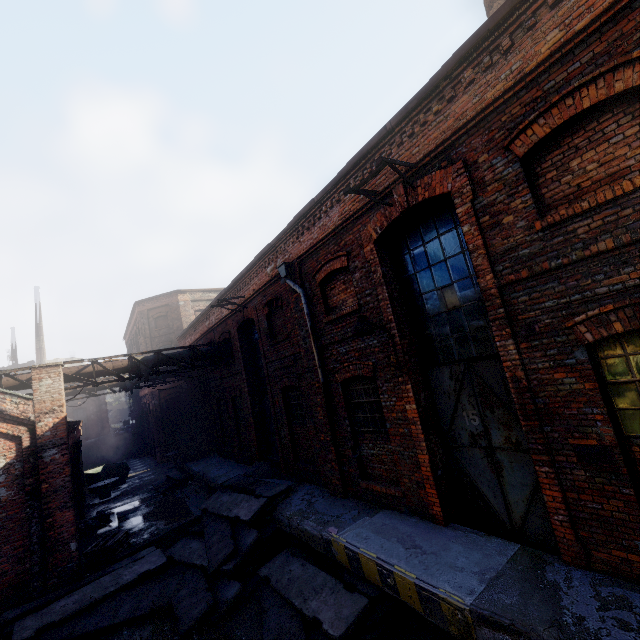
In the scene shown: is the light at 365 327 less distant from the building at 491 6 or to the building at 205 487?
the building at 205 487

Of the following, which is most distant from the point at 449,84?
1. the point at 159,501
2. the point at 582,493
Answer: the point at 159,501

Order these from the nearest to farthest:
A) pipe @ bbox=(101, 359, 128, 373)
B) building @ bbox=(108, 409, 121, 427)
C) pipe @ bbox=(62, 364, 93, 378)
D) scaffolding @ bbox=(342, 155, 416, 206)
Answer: scaffolding @ bbox=(342, 155, 416, 206) → pipe @ bbox=(62, 364, 93, 378) → pipe @ bbox=(101, 359, 128, 373) → building @ bbox=(108, 409, 121, 427)

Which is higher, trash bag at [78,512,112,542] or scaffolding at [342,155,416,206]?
scaffolding at [342,155,416,206]

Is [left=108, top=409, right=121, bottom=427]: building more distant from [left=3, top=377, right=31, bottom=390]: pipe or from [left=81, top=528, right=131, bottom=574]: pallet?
[left=81, top=528, right=131, bottom=574]: pallet

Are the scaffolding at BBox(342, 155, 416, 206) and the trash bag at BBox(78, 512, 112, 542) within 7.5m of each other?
no

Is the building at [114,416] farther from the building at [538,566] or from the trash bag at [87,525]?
the trash bag at [87,525]

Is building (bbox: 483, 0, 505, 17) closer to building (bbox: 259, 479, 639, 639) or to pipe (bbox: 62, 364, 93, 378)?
building (bbox: 259, 479, 639, 639)
